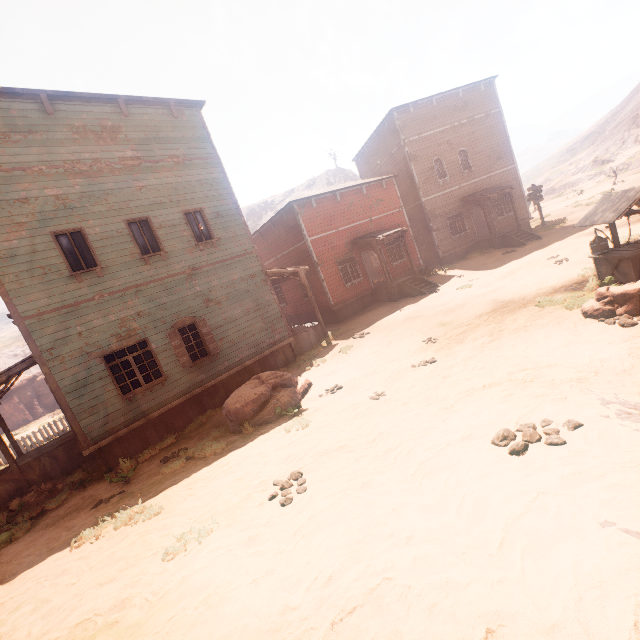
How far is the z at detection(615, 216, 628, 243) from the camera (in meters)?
12.27

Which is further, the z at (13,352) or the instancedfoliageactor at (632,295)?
the z at (13,352)

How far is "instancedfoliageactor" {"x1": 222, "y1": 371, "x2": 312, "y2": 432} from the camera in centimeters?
845cm

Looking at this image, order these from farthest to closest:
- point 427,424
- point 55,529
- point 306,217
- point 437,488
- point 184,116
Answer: point 306,217 < point 184,116 < point 55,529 < point 427,424 < point 437,488

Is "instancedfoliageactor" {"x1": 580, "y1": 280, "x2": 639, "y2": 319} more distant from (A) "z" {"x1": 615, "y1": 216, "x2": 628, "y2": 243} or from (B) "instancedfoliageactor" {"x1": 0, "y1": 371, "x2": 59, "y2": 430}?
(B) "instancedfoliageactor" {"x1": 0, "y1": 371, "x2": 59, "y2": 430}

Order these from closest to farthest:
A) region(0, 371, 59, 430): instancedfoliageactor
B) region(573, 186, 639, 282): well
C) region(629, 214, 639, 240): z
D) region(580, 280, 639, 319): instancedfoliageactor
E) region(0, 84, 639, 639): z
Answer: region(0, 84, 639, 639): z → region(580, 280, 639, 319): instancedfoliageactor → region(573, 186, 639, 282): well → region(629, 214, 639, 240): z → region(0, 371, 59, 430): instancedfoliageactor

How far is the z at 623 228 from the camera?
12.3 meters

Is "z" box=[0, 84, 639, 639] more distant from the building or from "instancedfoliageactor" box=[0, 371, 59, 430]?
"instancedfoliageactor" box=[0, 371, 59, 430]
